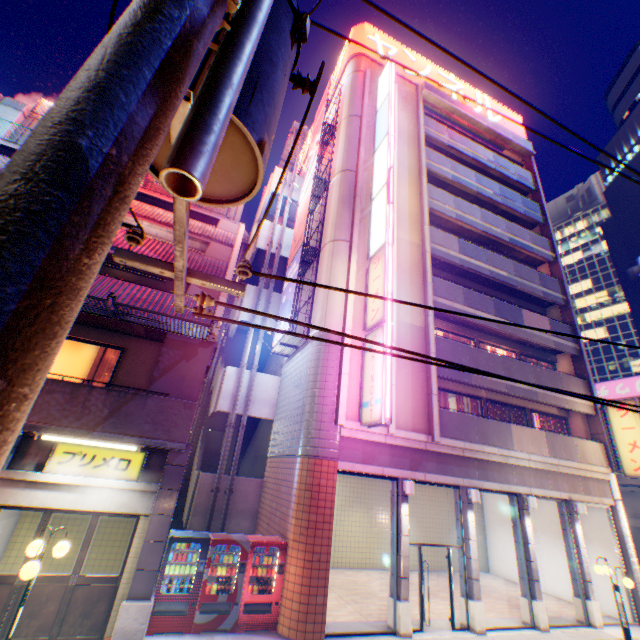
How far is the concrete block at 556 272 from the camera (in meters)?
15.85

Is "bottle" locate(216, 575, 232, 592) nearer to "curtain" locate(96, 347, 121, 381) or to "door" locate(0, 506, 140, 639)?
"door" locate(0, 506, 140, 639)

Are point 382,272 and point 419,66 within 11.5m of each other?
no

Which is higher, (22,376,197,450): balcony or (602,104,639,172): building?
(602,104,639,172): building

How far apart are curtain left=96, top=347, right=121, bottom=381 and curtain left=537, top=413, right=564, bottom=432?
19.1 meters

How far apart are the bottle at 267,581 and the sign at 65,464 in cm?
449

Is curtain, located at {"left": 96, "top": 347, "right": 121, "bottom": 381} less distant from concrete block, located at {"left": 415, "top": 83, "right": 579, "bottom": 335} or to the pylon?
the pylon

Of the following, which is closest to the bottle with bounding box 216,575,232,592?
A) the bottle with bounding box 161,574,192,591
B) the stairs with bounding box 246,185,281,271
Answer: the bottle with bounding box 161,574,192,591
